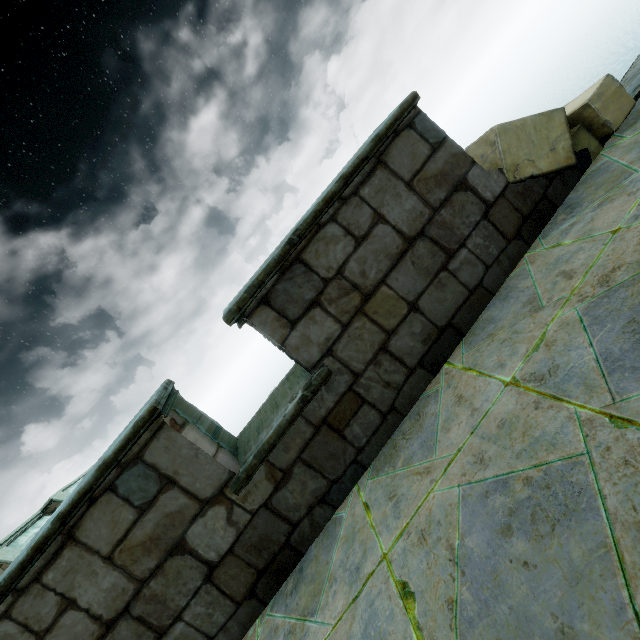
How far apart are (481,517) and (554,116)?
3.23m

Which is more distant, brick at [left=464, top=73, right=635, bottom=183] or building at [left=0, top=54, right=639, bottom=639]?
brick at [left=464, top=73, right=635, bottom=183]

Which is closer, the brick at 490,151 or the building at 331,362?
the building at 331,362
